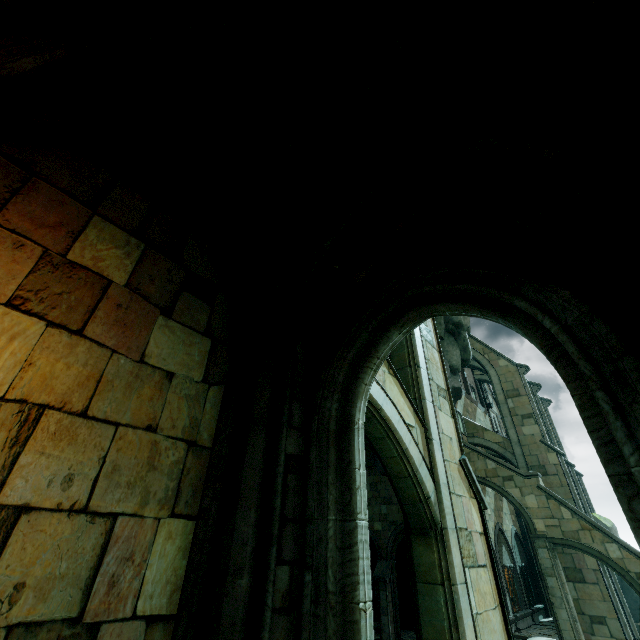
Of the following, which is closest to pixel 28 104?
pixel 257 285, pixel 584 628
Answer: pixel 257 285

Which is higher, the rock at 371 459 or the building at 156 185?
the building at 156 185

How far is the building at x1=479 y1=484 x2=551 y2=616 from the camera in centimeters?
2281cm

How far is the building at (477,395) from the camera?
27.90m

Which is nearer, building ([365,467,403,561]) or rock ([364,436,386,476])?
building ([365,467,403,561])

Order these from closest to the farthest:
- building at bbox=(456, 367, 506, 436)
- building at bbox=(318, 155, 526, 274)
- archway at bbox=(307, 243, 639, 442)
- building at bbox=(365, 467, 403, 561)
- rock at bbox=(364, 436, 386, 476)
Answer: archway at bbox=(307, 243, 639, 442)
building at bbox=(318, 155, 526, 274)
building at bbox=(365, 467, 403, 561)
rock at bbox=(364, 436, 386, 476)
building at bbox=(456, 367, 506, 436)

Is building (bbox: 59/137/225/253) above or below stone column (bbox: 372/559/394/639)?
above

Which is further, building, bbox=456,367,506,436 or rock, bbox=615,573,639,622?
building, bbox=456,367,506,436
